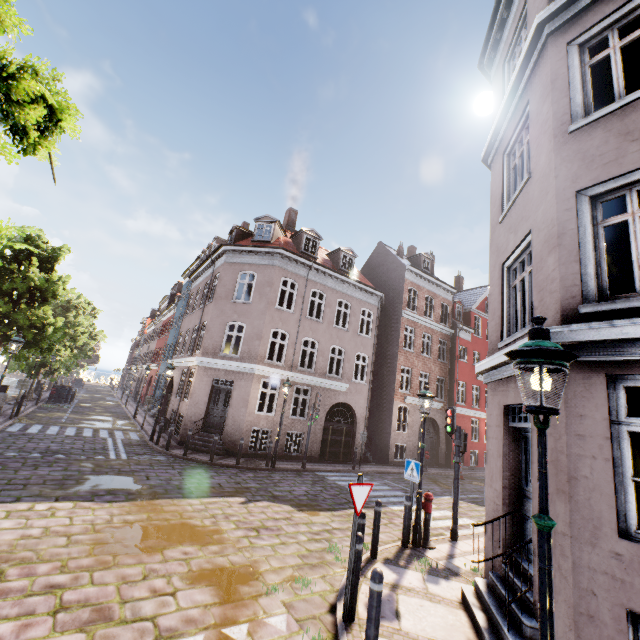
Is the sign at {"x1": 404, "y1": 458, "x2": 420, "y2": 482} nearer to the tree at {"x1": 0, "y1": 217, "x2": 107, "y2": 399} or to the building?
the building

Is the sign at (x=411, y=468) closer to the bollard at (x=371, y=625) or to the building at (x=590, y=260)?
the building at (x=590, y=260)

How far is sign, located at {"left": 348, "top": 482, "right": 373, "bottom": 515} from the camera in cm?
495

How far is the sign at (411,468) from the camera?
8.17m

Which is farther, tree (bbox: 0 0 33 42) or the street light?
tree (bbox: 0 0 33 42)

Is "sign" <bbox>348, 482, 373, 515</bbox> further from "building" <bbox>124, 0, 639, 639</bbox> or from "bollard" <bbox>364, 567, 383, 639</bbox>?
"building" <bbox>124, 0, 639, 639</bbox>

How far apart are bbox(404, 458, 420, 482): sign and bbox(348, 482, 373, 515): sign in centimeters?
361cm

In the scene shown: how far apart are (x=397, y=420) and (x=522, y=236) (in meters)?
24.80
